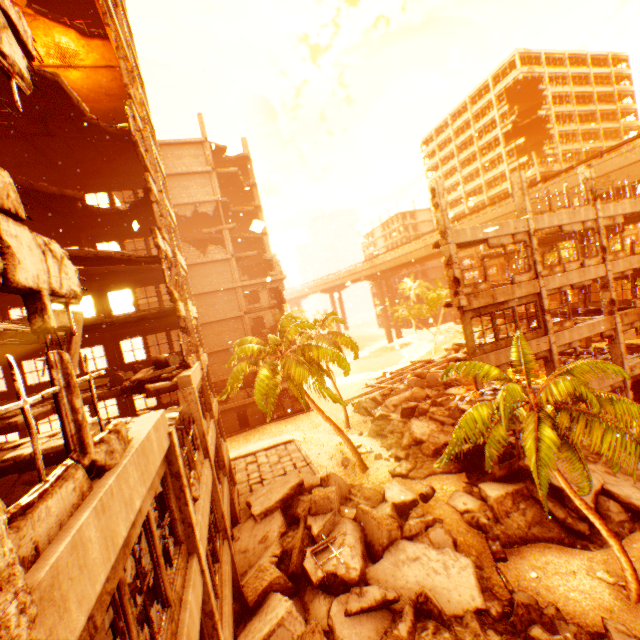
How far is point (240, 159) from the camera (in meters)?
38.75

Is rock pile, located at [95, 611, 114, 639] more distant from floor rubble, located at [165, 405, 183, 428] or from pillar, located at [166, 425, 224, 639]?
floor rubble, located at [165, 405, 183, 428]

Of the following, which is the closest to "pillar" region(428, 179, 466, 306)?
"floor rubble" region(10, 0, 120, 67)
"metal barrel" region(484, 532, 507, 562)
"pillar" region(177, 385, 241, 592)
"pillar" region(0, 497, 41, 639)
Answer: "metal barrel" region(484, 532, 507, 562)

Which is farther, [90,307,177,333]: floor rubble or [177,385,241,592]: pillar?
[90,307,177,333]: floor rubble

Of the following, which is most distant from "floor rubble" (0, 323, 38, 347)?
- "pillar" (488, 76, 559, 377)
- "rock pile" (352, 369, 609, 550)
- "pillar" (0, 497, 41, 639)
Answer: "pillar" (488, 76, 559, 377)

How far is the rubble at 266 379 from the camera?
18.91m

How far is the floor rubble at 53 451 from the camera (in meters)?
6.14

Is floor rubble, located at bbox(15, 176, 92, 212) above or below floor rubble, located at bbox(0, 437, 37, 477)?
above
